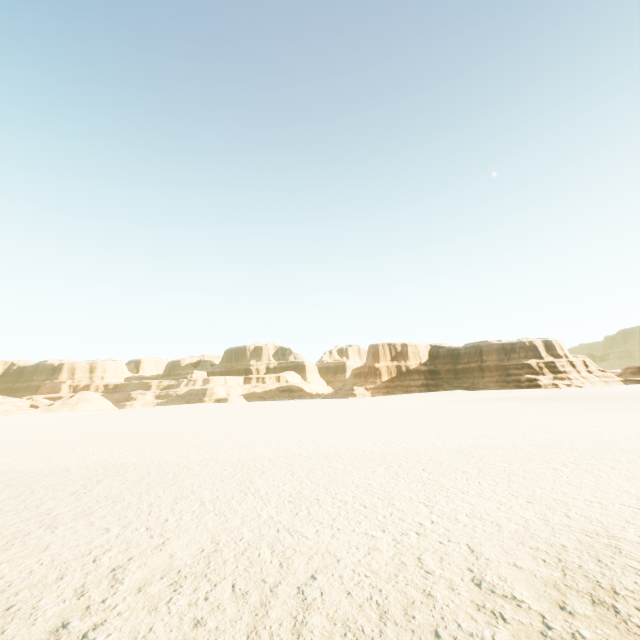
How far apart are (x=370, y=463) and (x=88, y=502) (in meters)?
5.91
